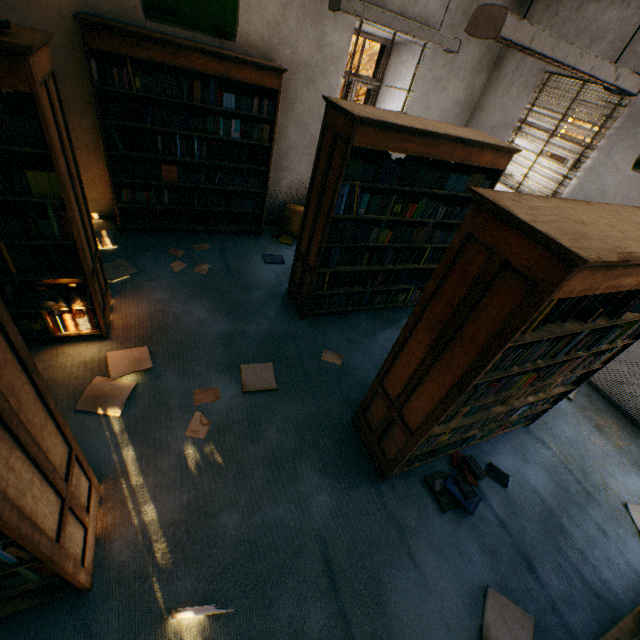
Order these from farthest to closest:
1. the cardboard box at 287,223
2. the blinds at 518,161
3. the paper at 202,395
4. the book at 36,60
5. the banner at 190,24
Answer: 1. the cardboard box at 287,223
2. the blinds at 518,161
3. the banner at 190,24
4. the paper at 202,395
5. the book at 36,60

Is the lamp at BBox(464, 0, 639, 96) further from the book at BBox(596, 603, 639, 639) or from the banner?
the banner

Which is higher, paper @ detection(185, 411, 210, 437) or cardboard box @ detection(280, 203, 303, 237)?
cardboard box @ detection(280, 203, 303, 237)

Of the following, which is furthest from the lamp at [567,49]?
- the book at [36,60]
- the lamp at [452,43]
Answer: the book at [36,60]

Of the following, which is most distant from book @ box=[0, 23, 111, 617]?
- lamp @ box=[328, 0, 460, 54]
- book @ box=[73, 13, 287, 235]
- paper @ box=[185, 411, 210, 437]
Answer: lamp @ box=[328, 0, 460, 54]

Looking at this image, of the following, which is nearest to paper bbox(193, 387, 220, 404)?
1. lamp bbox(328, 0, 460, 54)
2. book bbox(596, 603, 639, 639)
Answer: book bbox(596, 603, 639, 639)

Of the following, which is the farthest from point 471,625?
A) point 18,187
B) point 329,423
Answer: point 18,187

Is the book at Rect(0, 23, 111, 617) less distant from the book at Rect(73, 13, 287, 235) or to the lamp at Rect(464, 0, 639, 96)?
the book at Rect(73, 13, 287, 235)
